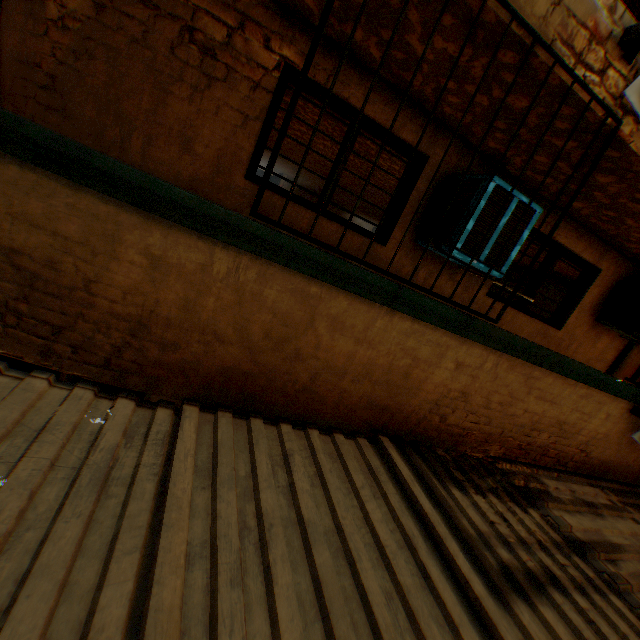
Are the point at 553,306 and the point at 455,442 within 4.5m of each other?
no

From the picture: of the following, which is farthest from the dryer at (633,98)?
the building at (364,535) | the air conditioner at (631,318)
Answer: the air conditioner at (631,318)

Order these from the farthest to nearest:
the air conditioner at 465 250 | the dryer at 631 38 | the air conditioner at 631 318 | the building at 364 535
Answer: the air conditioner at 631 318 → the air conditioner at 465 250 → the dryer at 631 38 → the building at 364 535

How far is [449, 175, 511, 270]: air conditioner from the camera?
3.1m

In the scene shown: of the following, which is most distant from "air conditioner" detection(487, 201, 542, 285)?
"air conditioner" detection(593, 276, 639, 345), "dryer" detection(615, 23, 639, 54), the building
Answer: "air conditioner" detection(593, 276, 639, 345)

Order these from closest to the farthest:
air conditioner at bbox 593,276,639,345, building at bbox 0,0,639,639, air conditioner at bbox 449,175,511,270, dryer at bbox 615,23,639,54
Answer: building at bbox 0,0,639,639 → dryer at bbox 615,23,639,54 → air conditioner at bbox 449,175,511,270 → air conditioner at bbox 593,276,639,345

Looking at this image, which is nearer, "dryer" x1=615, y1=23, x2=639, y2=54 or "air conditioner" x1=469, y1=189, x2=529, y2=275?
"dryer" x1=615, y1=23, x2=639, y2=54
